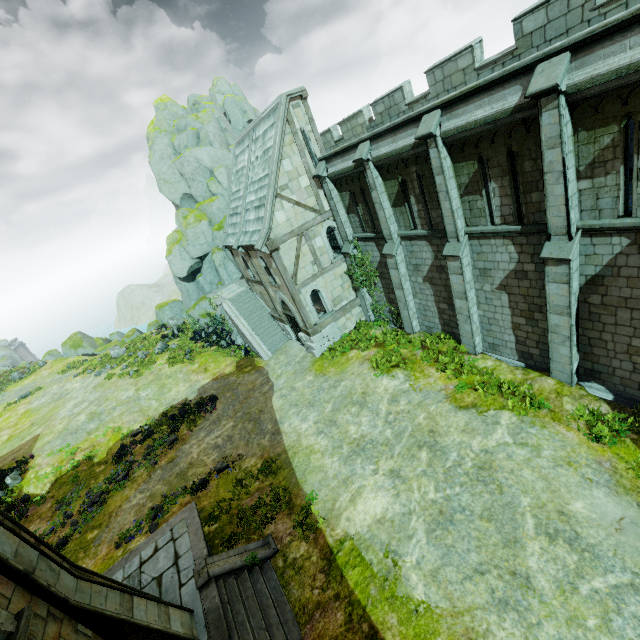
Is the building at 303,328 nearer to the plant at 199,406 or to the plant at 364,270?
the plant at 364,270

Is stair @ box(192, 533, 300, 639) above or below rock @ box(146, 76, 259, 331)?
below

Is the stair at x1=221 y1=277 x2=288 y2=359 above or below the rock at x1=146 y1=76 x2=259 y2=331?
below

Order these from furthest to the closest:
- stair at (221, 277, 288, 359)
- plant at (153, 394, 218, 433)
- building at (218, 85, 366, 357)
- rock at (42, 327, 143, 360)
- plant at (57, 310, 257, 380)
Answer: rock at (42, 327, 143, 360) → plant at (57, 310, 257, 380) → stair at (221, 277, 288, 359) → plant at (153, 394, 218, 433) → building at (218, 85, 366, 357)

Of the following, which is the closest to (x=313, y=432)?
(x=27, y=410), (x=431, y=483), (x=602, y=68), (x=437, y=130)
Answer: (x=431, y=483)

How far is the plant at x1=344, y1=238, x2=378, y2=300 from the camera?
18.33m

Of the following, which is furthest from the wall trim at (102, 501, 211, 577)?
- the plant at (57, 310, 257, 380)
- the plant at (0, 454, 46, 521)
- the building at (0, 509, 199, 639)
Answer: the plant at (57, 310, 257, 380)

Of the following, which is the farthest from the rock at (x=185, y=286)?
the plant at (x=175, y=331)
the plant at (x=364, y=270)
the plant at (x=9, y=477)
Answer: the plant at (x=9, y=477)
